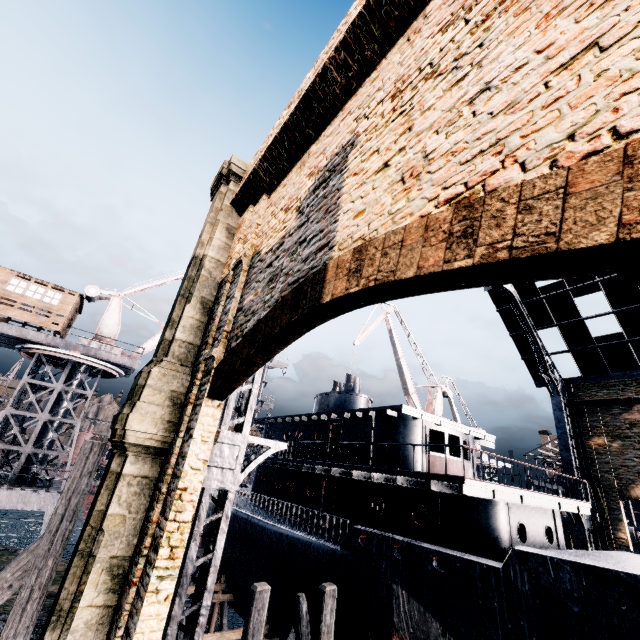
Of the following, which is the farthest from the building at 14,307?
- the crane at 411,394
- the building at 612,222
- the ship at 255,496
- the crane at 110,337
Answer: the building at 612,222

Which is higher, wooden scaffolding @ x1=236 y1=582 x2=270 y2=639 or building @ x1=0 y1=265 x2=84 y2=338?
building @ x1=0 y1=265 x2=84 y2=338

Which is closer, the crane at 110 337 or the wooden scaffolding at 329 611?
the wooden scaffolding at 329 611

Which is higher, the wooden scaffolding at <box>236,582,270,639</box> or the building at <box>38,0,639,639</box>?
the building at <box>38,0,639,639</box>

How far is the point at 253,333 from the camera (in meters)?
6.24

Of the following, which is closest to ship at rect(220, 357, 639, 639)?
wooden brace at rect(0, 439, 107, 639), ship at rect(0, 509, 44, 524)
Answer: wooden brace at rect(0, 439, 107, 639)

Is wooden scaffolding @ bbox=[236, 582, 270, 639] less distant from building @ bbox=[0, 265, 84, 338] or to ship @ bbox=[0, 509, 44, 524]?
building @ bbox=[0, 265, 84, 338]

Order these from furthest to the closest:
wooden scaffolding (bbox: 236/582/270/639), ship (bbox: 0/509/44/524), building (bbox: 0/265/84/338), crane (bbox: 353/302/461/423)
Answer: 1. ship (bbox: 0/509/44/524)
2. crane (bbox: 353/302/461/423)
3. building (bbox: 0/265/84/338)
4. wooden scaffolding (bbox: 236/582/270/639)
